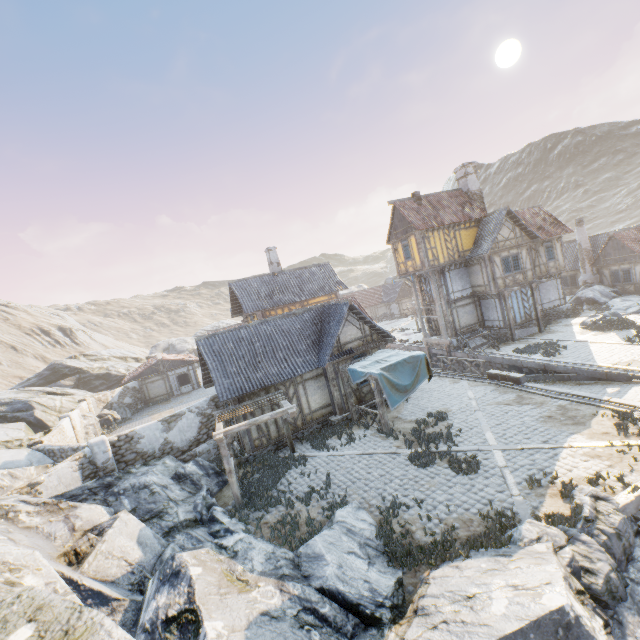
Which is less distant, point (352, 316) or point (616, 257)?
point (352, 316)

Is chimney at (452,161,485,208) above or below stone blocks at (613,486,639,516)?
above

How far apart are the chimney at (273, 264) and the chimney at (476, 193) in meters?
16.9

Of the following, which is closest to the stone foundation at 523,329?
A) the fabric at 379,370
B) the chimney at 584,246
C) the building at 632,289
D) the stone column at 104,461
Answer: the chimney at 584,246

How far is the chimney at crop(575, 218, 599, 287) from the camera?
31.9m

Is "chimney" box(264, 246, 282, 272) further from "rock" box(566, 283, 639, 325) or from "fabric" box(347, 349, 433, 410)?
"rock" box(566, 283, 639, 325)

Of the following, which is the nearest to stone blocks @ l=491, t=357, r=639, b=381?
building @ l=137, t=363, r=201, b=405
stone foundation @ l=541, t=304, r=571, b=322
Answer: stone foundation @ l=541, t=304, r=571, b=322

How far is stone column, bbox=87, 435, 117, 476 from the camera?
14.0 meters
